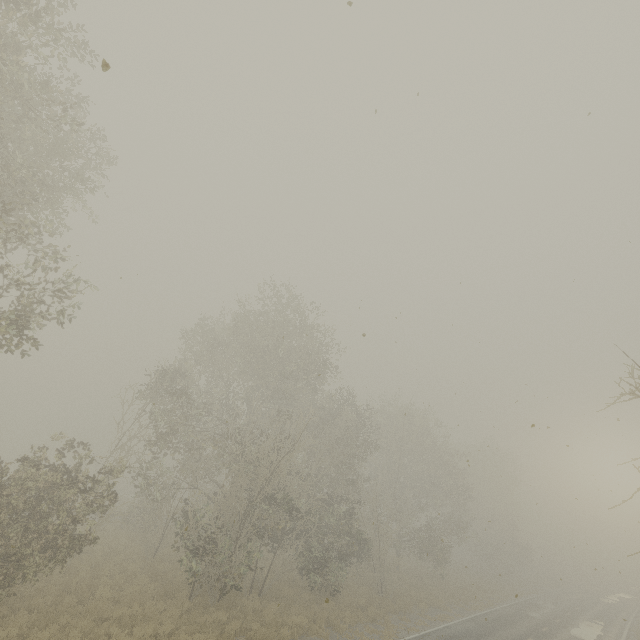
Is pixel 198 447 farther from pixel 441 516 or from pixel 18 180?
pixel 441 516
